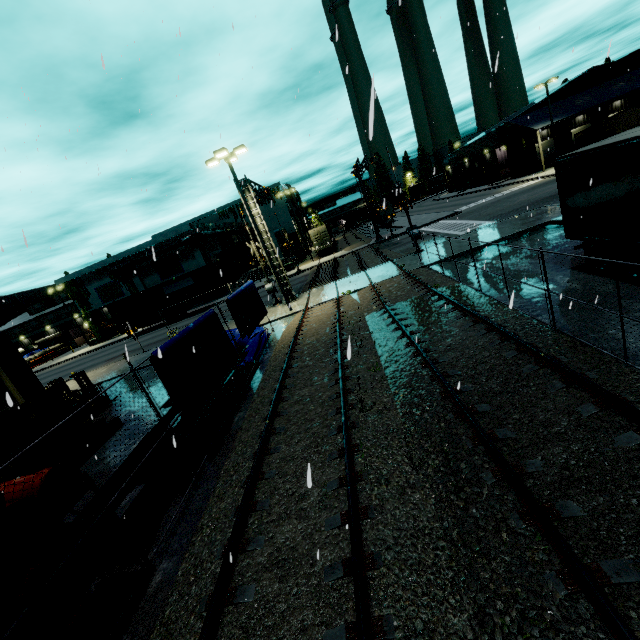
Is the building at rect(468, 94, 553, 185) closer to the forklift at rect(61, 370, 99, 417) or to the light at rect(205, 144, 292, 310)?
the forklift at rect(61, 370, 99, 417)

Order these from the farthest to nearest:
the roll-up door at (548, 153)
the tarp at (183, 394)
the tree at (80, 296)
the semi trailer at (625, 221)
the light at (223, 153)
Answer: the roll-up door at (548, 153) → the tree at (80, 296) → the light at (223, 153) → the semi trailer at (625, 221) → the tarp at (183, 394)

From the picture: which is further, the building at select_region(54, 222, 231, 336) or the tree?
the tree

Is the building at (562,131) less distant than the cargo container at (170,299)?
No

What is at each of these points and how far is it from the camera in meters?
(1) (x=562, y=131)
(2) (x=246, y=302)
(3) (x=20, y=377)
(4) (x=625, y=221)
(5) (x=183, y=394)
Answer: (1) building, 46.4
(2) tarp, 14.8
(3) building, 12.3
(4) semi trailer, 9.0
(5) tarp, 8.1

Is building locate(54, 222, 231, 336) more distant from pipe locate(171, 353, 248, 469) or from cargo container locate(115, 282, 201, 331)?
pipe locate(171, 353, 248, 469)

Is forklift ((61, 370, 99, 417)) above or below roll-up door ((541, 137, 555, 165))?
below

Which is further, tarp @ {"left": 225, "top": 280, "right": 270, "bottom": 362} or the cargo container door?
the cargo container door
